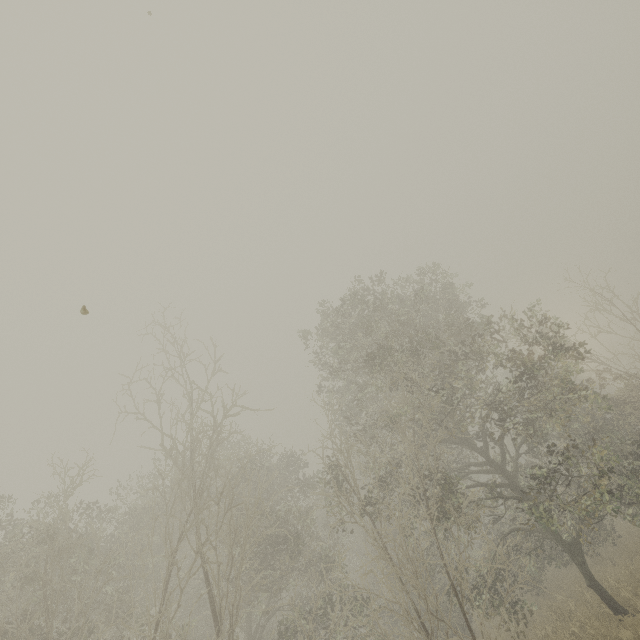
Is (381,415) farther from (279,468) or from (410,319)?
(279,468)
